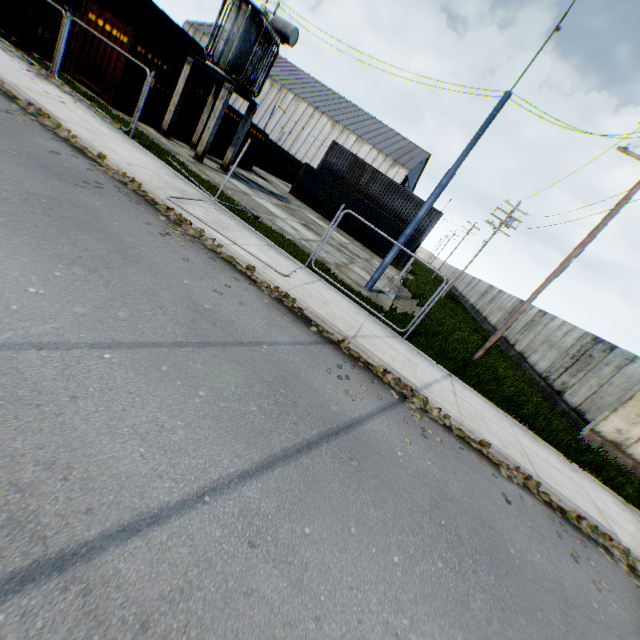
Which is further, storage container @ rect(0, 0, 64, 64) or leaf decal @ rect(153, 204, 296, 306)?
storage container @ rect(0, 0, 64, 64)

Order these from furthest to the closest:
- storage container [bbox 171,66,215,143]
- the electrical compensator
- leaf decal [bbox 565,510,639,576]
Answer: storage container [bbox 171,66,215,143] → the electrical compensator → leaf decal [bbox 565,510,639,576]

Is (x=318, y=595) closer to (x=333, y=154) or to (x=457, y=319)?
(x=457, y=319)

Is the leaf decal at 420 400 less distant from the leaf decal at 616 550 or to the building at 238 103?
the leaf decal at 616 550

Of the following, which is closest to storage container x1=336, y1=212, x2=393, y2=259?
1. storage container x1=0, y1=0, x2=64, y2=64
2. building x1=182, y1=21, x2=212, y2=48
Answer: storage container x1=0, y1=0, x2=64, y2=64

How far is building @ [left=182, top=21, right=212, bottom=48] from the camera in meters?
55.8 m

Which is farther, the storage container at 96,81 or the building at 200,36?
the building at 200,36

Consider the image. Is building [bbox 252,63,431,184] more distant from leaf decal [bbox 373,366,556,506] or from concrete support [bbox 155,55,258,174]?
leaf decal [bbox 373,366,556,506]
